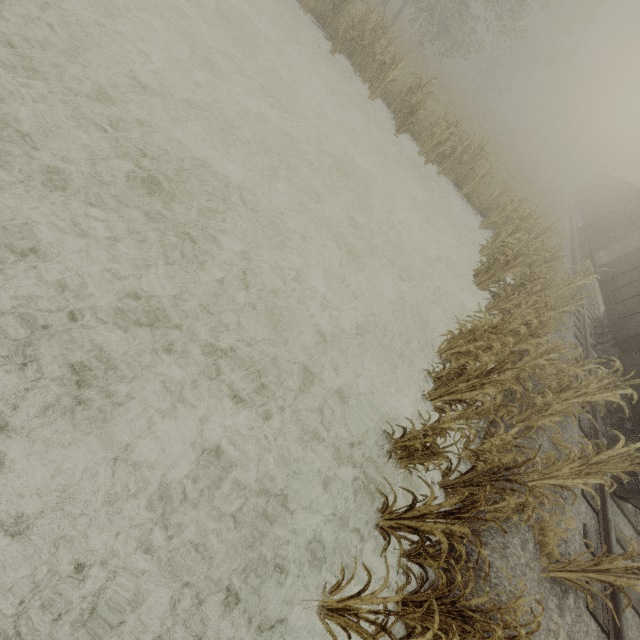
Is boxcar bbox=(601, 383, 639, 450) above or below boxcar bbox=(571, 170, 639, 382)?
below

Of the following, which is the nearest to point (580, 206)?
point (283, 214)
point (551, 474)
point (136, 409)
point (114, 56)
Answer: point (551, 474)

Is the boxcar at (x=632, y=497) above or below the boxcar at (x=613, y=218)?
below

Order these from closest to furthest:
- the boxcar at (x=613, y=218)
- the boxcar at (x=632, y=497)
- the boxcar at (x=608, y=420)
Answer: the boxcar at (x=632, y=497)
the boxcar at (x=608, y=420)
the boxcar at (x=613, y=218)

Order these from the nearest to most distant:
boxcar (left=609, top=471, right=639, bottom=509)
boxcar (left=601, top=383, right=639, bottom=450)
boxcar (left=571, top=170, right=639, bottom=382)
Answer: boxcar (left=609, top=471, right=639, bottom=509) → boxcar (left=601, top=383, right=639, bottom=450) → boxcar (left=571, top=170, right=639, bottom=382)

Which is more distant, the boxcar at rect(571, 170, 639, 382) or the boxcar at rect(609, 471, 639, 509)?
the boxcar at rect(571, 170, 639, 382)
